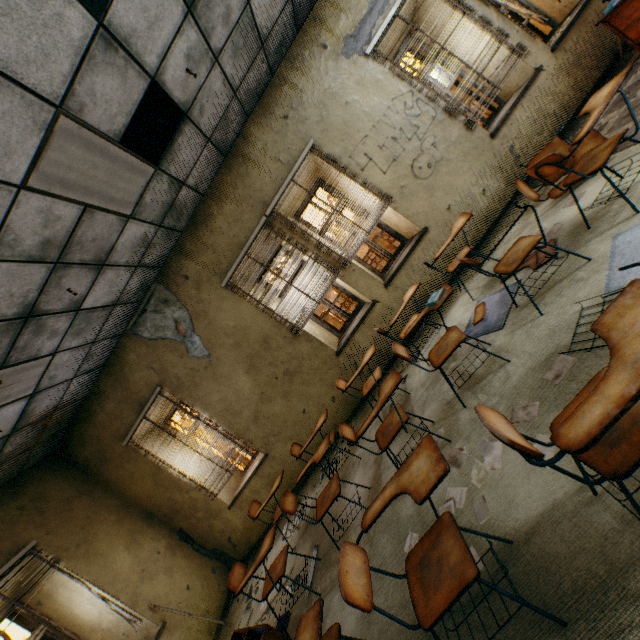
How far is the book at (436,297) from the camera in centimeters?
287cm

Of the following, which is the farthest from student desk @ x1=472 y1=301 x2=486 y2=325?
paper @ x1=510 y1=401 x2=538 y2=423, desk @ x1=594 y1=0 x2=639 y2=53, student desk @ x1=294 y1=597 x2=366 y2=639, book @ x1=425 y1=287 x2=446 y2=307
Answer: desk @ x1=594 y1=0 x2=639 y2=53

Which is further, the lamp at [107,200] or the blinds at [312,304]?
the blinds at [312,304]

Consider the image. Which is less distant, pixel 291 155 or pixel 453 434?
pixel 453 434

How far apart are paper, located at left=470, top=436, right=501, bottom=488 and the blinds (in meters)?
2.73

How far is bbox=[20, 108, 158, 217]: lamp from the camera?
2.5m

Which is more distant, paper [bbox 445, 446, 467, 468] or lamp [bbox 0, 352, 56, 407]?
lamp [bbox 0, 352, 56, 407]

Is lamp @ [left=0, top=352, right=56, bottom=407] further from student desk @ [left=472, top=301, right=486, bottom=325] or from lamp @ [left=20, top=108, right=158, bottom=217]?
student desk @ [left=472, top=301, right=486, bottom=325]
